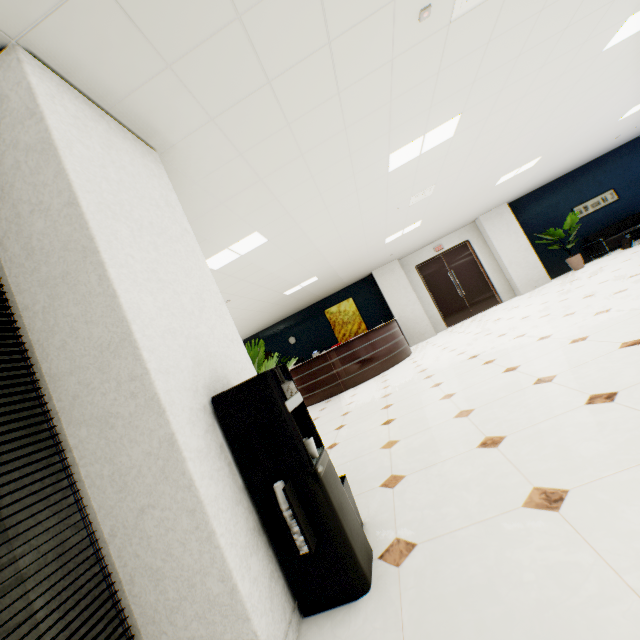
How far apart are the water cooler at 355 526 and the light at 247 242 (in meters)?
3.06

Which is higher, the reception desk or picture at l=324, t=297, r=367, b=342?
picture at l=324, t=297, r=367, b=342

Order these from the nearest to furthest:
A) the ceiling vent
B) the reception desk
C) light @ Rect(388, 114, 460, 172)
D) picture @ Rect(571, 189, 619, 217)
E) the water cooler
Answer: the water cooler
the ceiling vent
light @ Rect(388, 114, 460, 172)
the reception desk
picture @ Rect(571, 189, 619, 217)

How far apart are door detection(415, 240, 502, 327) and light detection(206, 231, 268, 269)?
8.03m

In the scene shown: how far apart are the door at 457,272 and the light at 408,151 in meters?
7.4

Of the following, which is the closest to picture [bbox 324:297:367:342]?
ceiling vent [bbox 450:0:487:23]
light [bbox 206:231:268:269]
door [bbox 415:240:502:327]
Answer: door [bbox 415:240:502:327]

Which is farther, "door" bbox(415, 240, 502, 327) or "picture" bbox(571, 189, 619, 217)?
"door" bbox(415, 240, 502, 327)

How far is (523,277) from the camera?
10.6 meters
